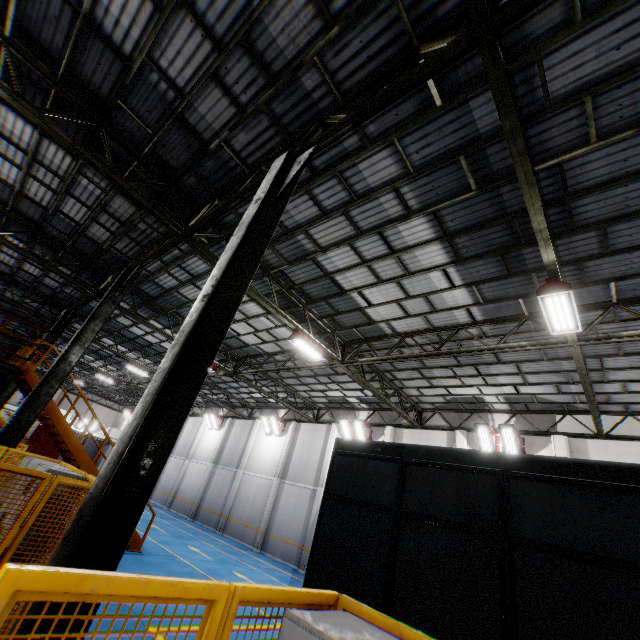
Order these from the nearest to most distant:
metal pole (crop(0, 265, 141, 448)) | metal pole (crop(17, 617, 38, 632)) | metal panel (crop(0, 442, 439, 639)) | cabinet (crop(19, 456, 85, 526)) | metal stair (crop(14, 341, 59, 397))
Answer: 1. metal panel (crop(0, 442, 439, 639))
2. metal pole (crop(17, 617, 38, 632))
3. cabinet (crop(19, 456, 85, 526))
4. metal pole (crop(0, 265, 141, 448))
5. metal stair (crop(14, 341, 59, 397))

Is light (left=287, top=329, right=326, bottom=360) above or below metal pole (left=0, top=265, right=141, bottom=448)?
above

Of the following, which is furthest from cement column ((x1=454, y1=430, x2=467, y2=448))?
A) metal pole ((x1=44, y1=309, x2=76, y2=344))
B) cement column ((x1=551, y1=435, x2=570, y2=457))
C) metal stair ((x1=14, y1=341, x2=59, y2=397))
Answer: metal pole ((x1=44, y1=309, x2=76, y2=344))

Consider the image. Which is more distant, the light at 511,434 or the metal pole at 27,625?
the light at 511,434

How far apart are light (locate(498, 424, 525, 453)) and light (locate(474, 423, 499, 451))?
0.08m

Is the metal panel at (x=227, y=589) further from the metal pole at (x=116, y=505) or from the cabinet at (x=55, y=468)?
the metal pole at (x=116, y=505)

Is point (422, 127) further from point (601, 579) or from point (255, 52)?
point (601, 579)

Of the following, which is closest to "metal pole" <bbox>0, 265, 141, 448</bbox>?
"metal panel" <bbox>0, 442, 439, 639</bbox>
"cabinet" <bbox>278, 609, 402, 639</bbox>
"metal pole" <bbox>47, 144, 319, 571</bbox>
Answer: "metal panel" <bbox>0, 442, 439, 639</bbox>
